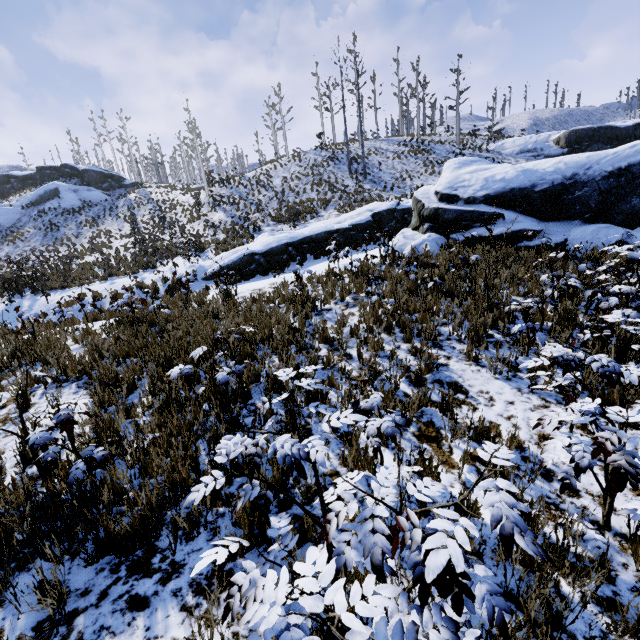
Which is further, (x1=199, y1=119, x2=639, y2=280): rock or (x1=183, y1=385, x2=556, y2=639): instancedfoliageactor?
(x1=199, y1=119, x2=639, y2=280): rock

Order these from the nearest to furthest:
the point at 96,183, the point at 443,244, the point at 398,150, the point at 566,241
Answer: the point at 566,241, the point at 443,244, the point at 398,150, the point at 96,183

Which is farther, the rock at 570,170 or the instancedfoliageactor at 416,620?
the rock at 570,170
